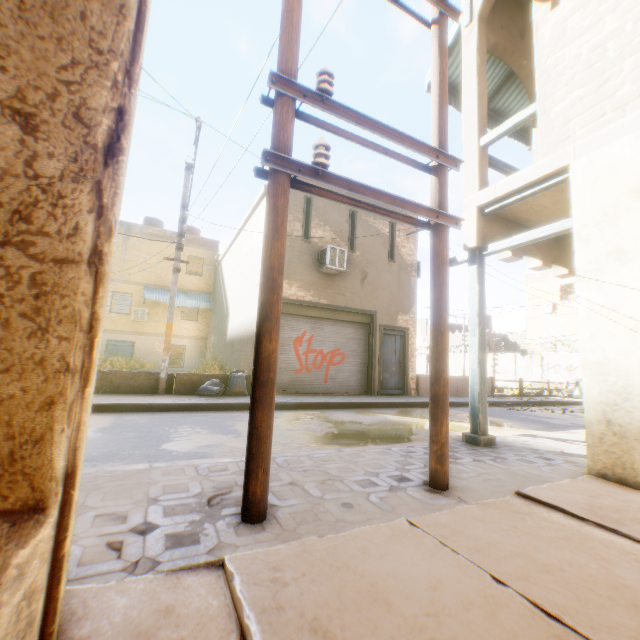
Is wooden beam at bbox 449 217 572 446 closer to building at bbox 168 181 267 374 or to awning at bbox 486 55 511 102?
building at bbox 168 181 267 374

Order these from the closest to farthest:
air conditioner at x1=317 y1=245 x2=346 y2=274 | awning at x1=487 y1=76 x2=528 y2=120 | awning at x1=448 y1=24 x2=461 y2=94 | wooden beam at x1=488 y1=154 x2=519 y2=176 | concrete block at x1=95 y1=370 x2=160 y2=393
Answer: wooden beam at x1=488 y1=154 x2=519 y2=176
awning at x1=448 y1=24 x2=461 y2=94
awning at x1=487 y1=76 x2=528 y2=120
concrete block at x1=95 y1=370 x2=160 y2=393
air conditioner at x1=317 y1=245 x2=346 y2=274

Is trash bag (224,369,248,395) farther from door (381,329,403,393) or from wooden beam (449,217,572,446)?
wooden beam (449,217,572,446)

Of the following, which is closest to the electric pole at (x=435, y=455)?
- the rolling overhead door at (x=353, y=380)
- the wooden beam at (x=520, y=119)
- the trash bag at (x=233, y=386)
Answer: the wooden beam at (x=520, y=119)

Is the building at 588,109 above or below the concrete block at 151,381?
above

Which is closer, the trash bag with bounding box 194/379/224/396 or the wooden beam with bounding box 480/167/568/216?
the wooden beam with bounding box 480/167/568/216

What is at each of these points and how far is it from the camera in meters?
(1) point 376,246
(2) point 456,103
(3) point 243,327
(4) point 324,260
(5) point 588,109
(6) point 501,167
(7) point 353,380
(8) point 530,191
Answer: (1) building, 13.4
(2) awning, 7.9
(3) building, 12.9
(4) air conditioner, 11.6
(5) building, 4.0
(6) wooden beam, 6.0
(7) rolling overhead door, 12.6
(8) wooden beam, 4.7

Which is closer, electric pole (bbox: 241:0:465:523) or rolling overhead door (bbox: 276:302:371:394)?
electric pole (bbox: 241:0:465:523)
